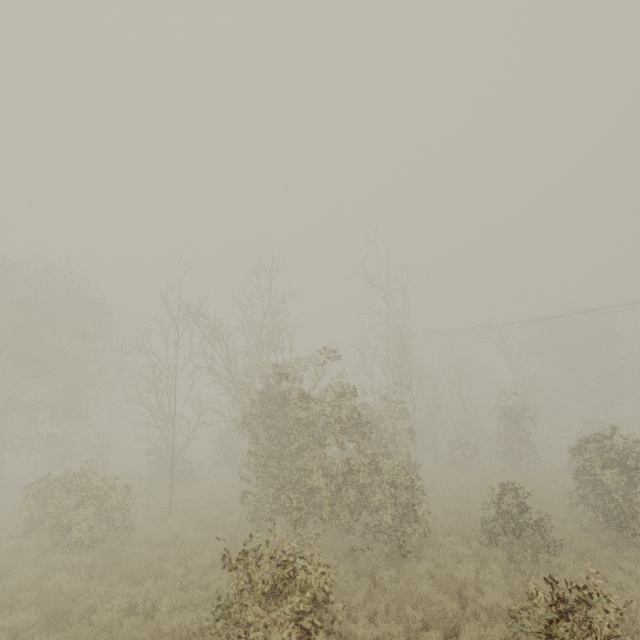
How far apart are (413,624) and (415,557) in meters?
3.7
